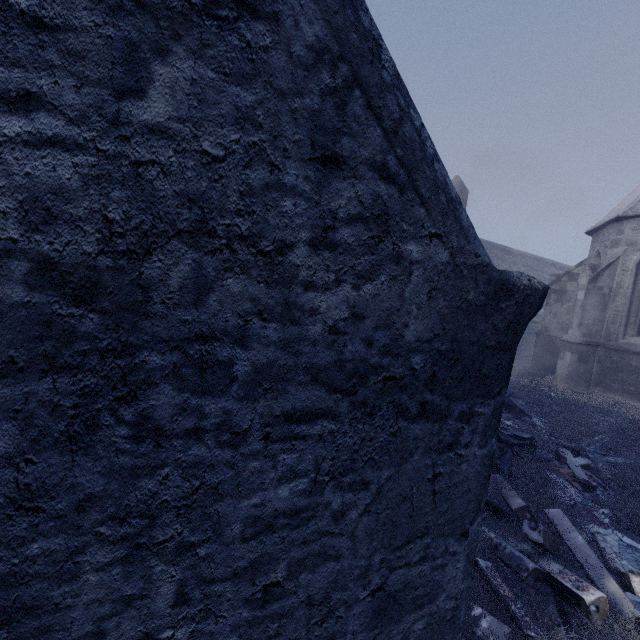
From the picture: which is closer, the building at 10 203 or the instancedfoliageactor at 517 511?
the building at 10 203

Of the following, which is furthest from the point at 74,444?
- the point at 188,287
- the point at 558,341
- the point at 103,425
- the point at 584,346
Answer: the point at 558,341

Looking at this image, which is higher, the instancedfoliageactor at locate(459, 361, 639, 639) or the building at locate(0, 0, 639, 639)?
the building at locate(0, 0, 639, 639)

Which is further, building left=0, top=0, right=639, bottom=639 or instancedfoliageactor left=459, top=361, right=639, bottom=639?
instancedfoliageactor left=459, top=361, right=639, bottom=639

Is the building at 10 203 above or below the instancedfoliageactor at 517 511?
above
